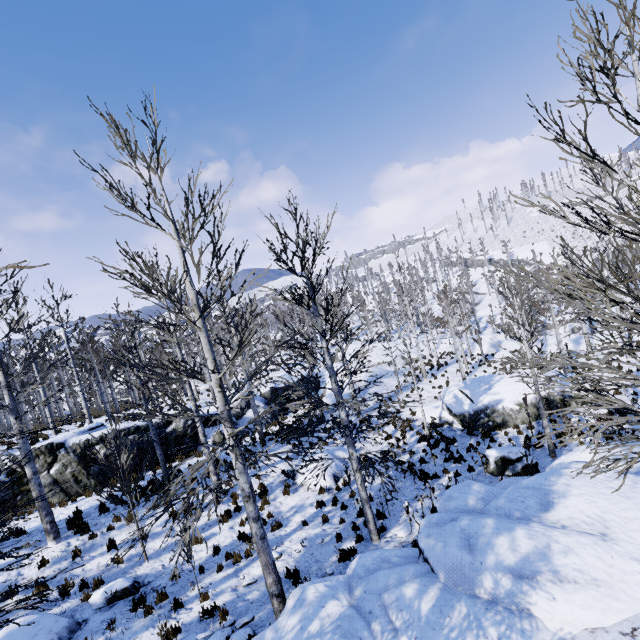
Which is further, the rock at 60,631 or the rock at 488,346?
the rock at 488,346

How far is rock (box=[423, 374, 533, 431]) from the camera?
16.8m

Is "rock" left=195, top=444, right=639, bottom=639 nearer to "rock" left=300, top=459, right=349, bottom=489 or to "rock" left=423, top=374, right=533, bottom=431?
"rock" left=423, top=374, right=533, bottom=431

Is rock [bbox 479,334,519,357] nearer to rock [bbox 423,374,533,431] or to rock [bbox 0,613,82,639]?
rock [bbox 423,374,533,431]

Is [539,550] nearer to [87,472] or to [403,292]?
[87,472]

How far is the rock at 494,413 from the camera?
16.8m

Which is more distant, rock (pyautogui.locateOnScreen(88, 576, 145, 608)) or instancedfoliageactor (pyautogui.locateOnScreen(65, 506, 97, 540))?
instancedfoliageactor (pyautogui.locateOnScreen(65, 506, 97, 540))
